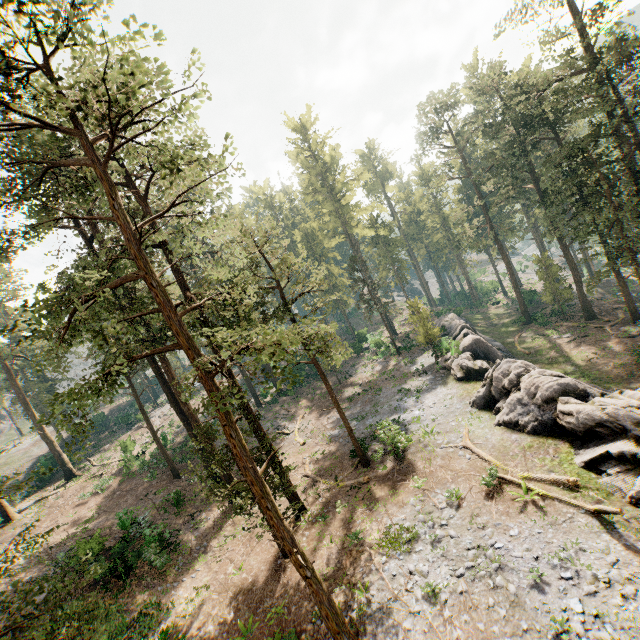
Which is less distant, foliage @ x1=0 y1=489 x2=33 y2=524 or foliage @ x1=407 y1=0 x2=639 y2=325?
foliage @ x1=0 y1=489 x2=33 y2=524

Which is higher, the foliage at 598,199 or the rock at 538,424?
the foliage at 598,199

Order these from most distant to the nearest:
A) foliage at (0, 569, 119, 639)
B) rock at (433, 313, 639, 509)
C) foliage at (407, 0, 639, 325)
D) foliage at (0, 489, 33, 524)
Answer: foliage at (407, 0, 639, 325)
rock at (433, 313, 639, 509)
foliage at (0, 489, 33, 524)
foliage at (0, 569, 119, 639)

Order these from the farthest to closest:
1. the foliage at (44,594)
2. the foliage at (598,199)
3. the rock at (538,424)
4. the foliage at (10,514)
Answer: the foliage at (598,199)
the rock at (538,424)
the foliage at (10,514)
the foliage at (44,594)

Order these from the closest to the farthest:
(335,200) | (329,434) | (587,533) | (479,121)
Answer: (587,533), (329,434), (479,121), (335,200)

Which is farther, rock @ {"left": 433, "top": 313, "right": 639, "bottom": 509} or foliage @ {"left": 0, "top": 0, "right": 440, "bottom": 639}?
rock @ {"left": 433, "top": 313, "right": 639, "bottom": 509}
